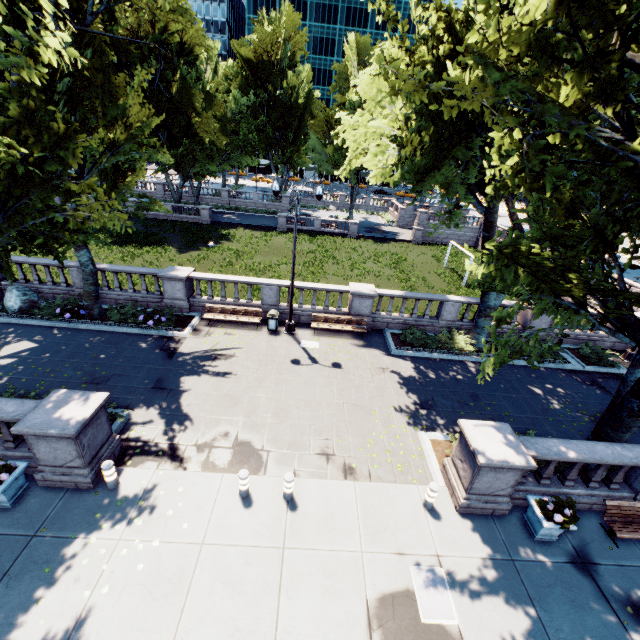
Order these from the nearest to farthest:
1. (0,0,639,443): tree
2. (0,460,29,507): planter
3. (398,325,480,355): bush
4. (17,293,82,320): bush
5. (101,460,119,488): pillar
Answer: (0,0,639,443): tree
(0,460,29,507): planter
(101,460,119,488): pillar
(17,293,82,320): bush
(398,325,480,355): bush

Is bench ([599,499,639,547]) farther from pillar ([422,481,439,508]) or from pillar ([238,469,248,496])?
pillar ([238,469,248,496])

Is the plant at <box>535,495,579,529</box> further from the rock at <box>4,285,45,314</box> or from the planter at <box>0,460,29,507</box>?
the rock at <box>4,285,45,314</box>

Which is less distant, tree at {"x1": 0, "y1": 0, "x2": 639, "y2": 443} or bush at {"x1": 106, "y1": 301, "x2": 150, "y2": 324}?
tree at {"x1": 0, "y1": 0, "x2": 639, "y2": 443}

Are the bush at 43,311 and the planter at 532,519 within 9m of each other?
no

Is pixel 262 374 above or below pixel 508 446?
below

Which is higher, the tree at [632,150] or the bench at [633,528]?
the tree at [632,150]

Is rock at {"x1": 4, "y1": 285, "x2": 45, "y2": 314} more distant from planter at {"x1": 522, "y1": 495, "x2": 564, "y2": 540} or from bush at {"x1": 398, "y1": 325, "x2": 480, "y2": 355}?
planter at {"x1": 522, "y1": 495, "x2": 564, "y2": 540}
